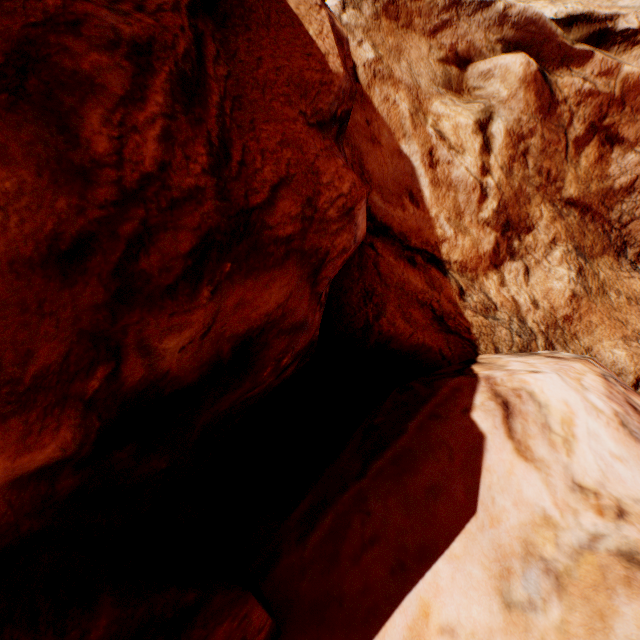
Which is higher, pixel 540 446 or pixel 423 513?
pixel 540 446
